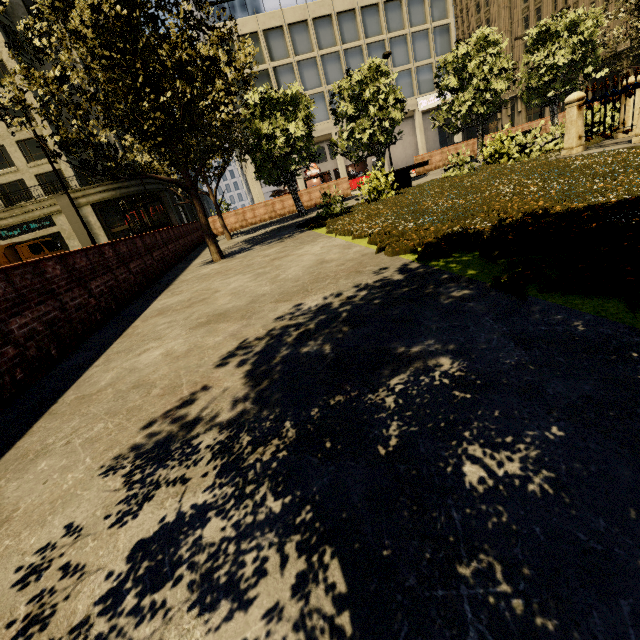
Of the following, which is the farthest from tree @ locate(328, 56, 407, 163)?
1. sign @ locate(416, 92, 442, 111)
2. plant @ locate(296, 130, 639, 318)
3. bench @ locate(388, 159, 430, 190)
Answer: sign @ locate(416, 92, 442, 111)

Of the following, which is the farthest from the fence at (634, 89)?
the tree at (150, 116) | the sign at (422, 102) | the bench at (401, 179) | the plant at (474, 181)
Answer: the sign at (422, 102)

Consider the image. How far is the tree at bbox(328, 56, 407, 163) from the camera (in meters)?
15.20

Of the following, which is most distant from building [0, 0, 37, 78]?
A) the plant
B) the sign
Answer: the sign

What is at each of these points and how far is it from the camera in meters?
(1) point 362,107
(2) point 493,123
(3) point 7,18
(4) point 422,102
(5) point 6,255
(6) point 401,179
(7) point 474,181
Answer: (1) tree, 16.1 m
(2) building, 57.2 m
(3) building, 29.1 m
(4) sign, 35.4 m
(5) truck, 23.6 m
(6) bench, 13.1 m
(7) plant, 8.4 m

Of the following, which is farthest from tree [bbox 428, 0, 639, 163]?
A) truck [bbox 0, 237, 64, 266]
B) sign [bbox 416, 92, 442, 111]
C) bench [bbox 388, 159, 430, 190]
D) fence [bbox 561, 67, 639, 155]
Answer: sign [bbox 416, 92, 442, 111]

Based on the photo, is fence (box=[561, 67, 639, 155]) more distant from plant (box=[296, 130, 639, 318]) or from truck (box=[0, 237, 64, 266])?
truck (box=[0, 237, 64, 266])

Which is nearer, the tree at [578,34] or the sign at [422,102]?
the tree at [578,34]
